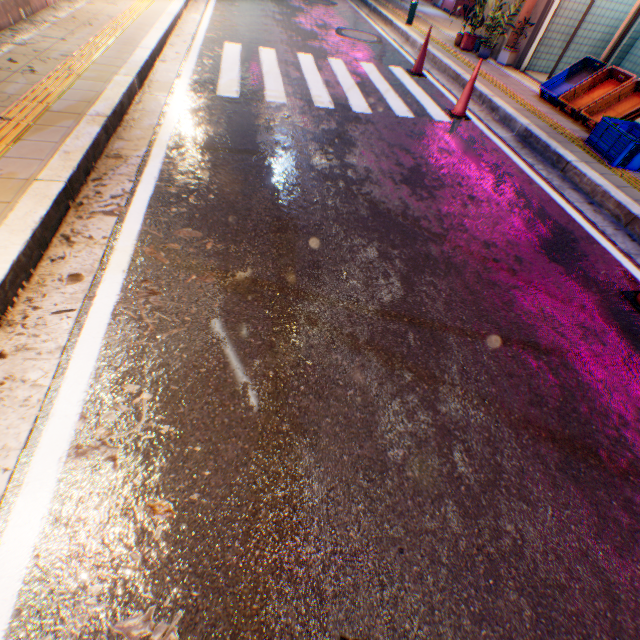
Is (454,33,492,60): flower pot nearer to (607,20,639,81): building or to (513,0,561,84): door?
(607,20,639,81): building

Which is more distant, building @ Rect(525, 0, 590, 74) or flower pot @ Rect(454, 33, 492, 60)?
flower pot @ Rect(454, 33, 492, 60)

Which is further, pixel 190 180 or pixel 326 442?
pixel 190 180

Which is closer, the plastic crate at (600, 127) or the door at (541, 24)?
the plastic crate at (600, 127)

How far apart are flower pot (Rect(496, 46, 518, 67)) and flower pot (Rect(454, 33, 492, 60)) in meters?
0.8

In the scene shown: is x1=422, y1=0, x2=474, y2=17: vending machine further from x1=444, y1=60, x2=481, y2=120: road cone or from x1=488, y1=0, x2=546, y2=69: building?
x1=444, y1=60, x2=481, y2=120: road cone

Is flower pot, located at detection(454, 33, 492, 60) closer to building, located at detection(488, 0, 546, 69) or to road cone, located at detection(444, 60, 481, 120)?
building, located at detection(488, 0, 546, 69)

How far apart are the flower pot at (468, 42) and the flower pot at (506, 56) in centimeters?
81cm
